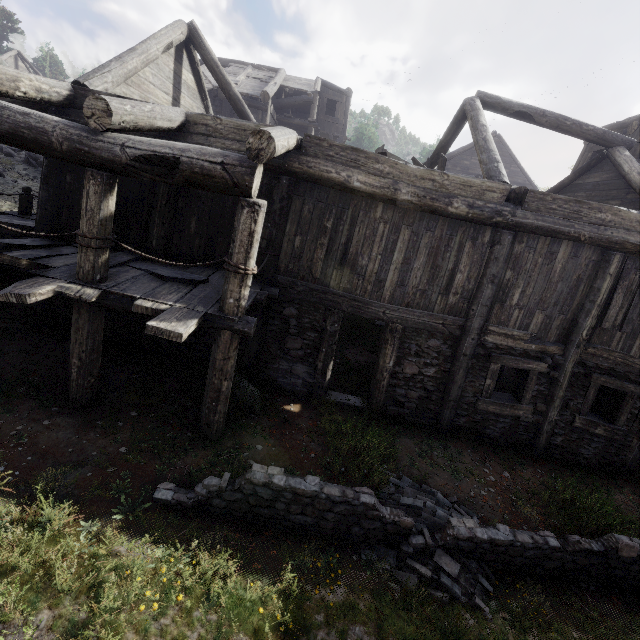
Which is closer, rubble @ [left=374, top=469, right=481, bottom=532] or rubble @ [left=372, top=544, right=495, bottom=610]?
rubble @ [left=372, top=544, right=495, bottom=610]

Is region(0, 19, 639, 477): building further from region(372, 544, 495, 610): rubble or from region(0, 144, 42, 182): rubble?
region(372, 544, 495, 610): rubble

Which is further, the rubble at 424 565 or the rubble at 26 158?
the rubble at 26 158

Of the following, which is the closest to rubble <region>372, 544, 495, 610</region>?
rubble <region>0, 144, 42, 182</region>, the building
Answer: the building

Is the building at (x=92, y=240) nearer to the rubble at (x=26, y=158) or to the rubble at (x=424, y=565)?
the rubble at (x=26, y=158)

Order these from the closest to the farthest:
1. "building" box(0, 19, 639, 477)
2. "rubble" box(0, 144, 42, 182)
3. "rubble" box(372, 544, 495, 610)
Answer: "rubble" box(372, 544, 495, 610) → "building" box(0, 19, 639, 477) → "rubble" box(0, 144, 42, 182)

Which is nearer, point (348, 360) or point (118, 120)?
point (118, 120)

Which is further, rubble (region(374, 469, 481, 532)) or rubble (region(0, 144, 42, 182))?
rubble (region(0, 144, 42, 182))
